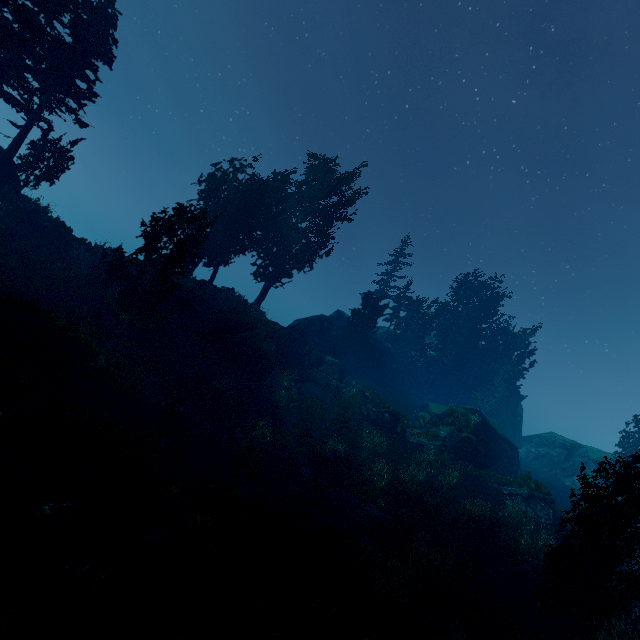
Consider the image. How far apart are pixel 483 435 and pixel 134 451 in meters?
29.2

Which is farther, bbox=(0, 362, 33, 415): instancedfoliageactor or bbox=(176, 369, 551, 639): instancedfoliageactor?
bbox=(0, 362, 33, 415): instancedfoliageactor

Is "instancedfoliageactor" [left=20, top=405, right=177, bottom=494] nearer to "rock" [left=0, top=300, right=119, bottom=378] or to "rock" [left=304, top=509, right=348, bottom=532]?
"rock" [left=304, top=509, right=348, bottom=532]

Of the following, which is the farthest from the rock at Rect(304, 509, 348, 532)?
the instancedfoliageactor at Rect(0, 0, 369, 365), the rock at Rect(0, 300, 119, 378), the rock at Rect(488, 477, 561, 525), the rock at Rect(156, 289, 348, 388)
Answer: the rock at Rect(488, 477, 561, 525)

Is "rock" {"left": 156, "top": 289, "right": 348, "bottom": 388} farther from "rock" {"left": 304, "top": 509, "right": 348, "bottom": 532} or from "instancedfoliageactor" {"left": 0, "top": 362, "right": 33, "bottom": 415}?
"rock" {"left": 304, "top": 509, "right": 348, "bottom": 532}

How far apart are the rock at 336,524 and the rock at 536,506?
16.4m

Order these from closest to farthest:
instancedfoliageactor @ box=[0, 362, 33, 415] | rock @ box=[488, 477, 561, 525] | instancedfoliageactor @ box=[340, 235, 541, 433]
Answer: instancedfoliageactor @ box=[0, 362, 33, 415], rock @ box=[488, 477, 561, 525], instancedfoliageactor @ box=[340, 235, 541, 433]

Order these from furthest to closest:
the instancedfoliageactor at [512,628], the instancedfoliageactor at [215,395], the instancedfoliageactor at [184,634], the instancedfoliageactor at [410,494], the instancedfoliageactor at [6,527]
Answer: the instancedfoliageactor at [215,395] → the instancedfoliageactor at [512,628] → the instancedfoliageactor at [410,494] → the instancedfoliageactor at [184,634] → the instancedfoliageactor at [6,527]
